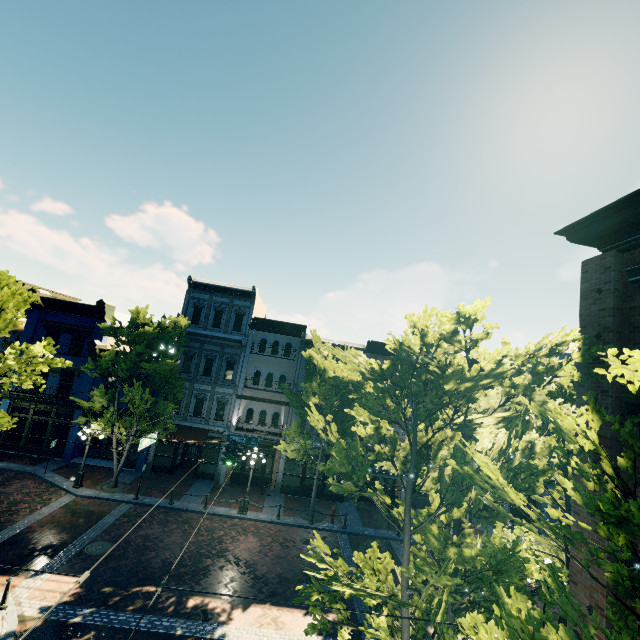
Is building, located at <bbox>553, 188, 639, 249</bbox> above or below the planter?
above

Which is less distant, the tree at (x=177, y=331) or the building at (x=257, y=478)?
the tree at (x=177, y=331)

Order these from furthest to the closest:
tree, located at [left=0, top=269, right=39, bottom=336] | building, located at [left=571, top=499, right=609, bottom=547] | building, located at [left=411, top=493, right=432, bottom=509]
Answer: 1. building, located at [left=411, top=493, right=432, bottom=509]
2. building, located at [left=571, top=499, right=609, bottom=547]
3. tree, located at [left=0, top=269, right=39, bottom=336]

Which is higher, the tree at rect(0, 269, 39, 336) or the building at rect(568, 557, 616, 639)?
the tree at rect(0, 269, 39, 336)

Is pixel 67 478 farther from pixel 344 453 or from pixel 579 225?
pixel 579 225

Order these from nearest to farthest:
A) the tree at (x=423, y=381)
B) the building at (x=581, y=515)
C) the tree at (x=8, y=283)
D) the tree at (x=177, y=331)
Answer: the tree at (x=423, y=381) → the tree at (x=8, y=283) → the building at (x=581, y=515) → the tree at (x=177, y=331)

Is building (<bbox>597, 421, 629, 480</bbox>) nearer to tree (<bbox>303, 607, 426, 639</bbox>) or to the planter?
tree (<bbox>303, 607, 426, 639</bbox>)

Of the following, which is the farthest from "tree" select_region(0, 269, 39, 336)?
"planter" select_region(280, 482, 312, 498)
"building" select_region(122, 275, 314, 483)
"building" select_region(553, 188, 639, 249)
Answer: "planter" select_region(280, 482, 312, 498)
